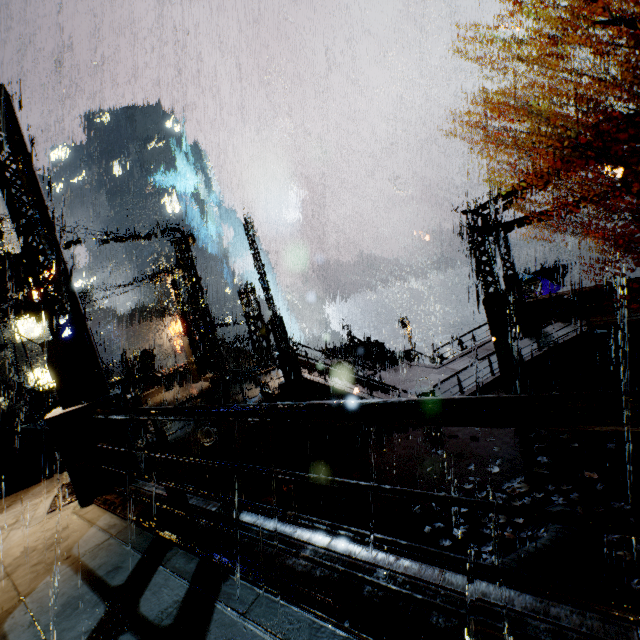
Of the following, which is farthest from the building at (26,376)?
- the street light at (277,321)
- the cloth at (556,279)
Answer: the cloth at (556,279)

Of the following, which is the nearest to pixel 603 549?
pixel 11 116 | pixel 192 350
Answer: pixel 11 116

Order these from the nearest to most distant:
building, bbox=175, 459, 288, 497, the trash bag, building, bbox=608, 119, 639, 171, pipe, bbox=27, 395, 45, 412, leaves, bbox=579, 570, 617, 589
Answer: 1. leaves, bbox=579, 570, 617, 589
2. building, bbox=175, 459, 288, 497
3. building, bbox=608, 119, 639, 171
4. pipe, bbox=27, 395, 45, 412
5. the trash bag

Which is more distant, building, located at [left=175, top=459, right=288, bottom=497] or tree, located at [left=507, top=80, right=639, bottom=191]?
building, located at [left=175, top=459, right=288, bottom=497]

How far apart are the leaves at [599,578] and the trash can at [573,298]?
16.3m

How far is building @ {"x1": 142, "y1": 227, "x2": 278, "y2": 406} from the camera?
18.5m

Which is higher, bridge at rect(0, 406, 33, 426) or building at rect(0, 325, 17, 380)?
building at rect(0, 325, 17, 380)

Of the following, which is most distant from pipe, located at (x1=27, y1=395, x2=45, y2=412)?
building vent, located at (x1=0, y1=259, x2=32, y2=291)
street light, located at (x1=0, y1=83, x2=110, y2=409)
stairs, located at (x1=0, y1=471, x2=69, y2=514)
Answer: street light, located at (x1=0, y1=83, x2=110, y2=409)
